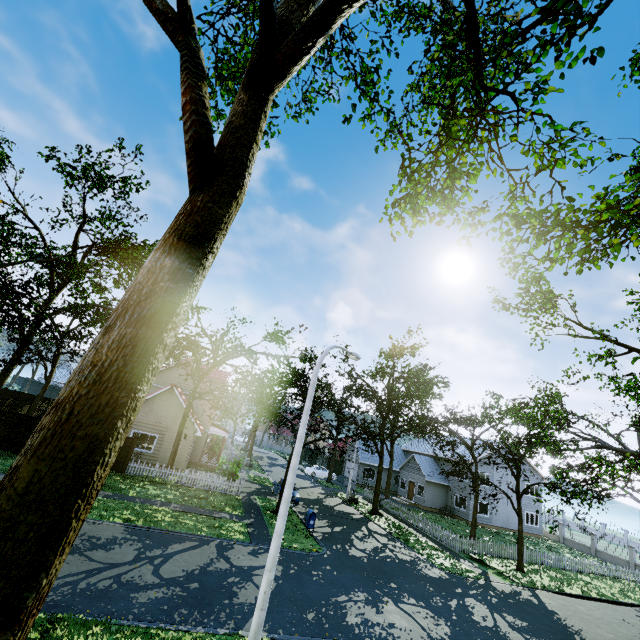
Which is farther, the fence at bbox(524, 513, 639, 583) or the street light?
the fence at bbox(524, 513, 639, 583)

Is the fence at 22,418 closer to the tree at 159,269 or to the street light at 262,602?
the tree at 159,269

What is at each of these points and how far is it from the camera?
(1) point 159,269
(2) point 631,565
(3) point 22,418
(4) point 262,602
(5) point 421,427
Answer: (1) tree, 5.0m
(2) fence, 29.7m
(3) fence, 20.7m
(4) street light, 8.0m
(5) tree, 28.5m

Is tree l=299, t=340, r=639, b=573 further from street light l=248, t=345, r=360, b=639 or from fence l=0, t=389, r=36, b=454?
street light l=248, t=345, r=360, b=639

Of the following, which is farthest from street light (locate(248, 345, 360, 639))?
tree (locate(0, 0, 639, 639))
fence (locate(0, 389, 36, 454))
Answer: tree (locate(0, 0, 639, 639))

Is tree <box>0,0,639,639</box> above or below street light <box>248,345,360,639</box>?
above
